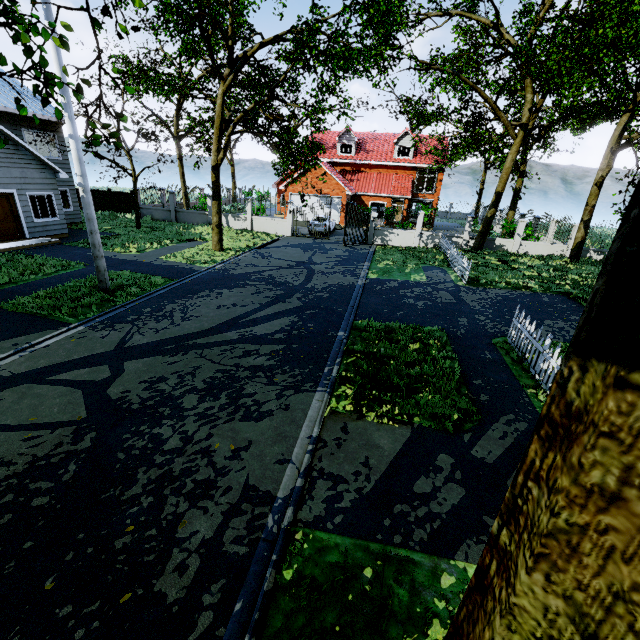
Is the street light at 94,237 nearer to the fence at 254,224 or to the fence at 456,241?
the fence at 456,241

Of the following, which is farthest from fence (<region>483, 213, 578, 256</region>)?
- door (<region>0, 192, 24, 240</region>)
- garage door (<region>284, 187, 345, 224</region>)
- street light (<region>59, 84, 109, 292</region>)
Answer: door (<region>0, 192, 24, 240</region>)

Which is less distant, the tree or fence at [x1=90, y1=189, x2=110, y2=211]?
the tree

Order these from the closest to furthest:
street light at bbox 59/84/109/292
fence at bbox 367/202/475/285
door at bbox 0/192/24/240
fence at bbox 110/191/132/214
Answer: street light at bbox 59/84/109/292
door at bbox 0/192/24/240
fence at bbox 367/202/475/285
fence at bbox 110/191/132/214

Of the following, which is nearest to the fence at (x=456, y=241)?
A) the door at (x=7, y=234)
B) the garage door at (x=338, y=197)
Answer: the garage door at (x=338, y=197)

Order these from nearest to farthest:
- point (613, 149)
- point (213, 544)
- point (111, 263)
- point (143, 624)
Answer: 1. point (143, 624)
2. point (213, 544)
3. point (111, 263)
4. point (613, 149)

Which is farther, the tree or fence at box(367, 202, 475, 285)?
fence at box(367, 202, 475, 285)

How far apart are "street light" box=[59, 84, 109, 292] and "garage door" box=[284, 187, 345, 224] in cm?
2313
